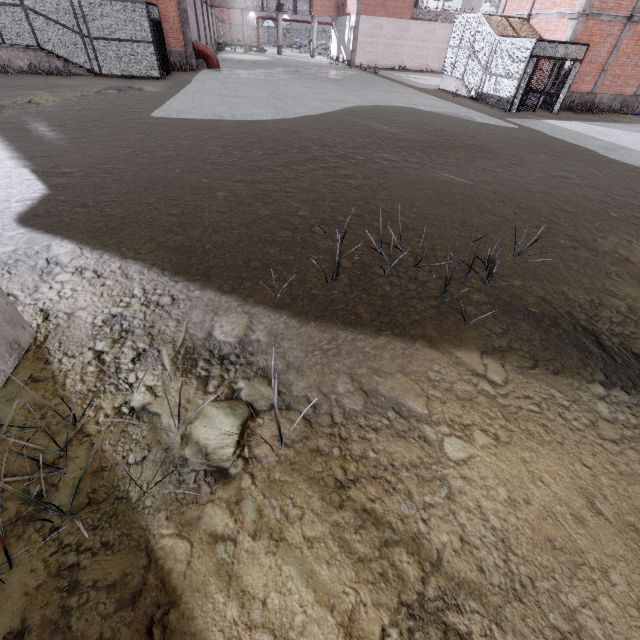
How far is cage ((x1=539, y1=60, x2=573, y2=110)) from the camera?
16.74m

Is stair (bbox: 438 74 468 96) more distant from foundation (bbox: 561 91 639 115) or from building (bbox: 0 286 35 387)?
building (bbox: 0 286 35 387)

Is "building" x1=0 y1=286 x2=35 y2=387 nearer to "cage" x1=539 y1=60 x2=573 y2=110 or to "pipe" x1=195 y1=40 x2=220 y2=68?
"cage" x1=539 y1=60 x2=573 y2=110

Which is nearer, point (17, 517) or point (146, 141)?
point (17, 517)

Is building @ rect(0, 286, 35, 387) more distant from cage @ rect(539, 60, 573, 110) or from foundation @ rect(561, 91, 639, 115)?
foundation @ rect(561, 91, 639, 115)

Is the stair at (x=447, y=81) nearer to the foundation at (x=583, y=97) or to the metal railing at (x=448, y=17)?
the foundation at (x=583, y=97)

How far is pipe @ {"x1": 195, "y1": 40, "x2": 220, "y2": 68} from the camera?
22.4 meters

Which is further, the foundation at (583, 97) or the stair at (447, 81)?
the stair at (447, 81)
